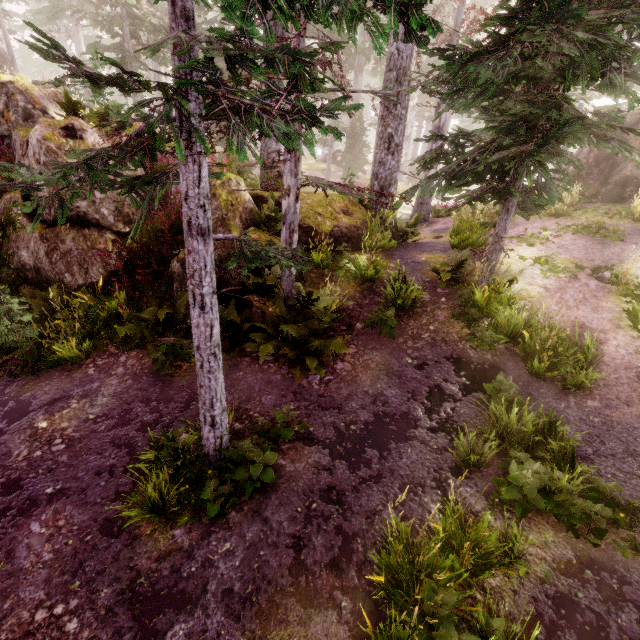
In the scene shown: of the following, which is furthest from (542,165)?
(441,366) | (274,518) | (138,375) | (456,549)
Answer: (138,375)

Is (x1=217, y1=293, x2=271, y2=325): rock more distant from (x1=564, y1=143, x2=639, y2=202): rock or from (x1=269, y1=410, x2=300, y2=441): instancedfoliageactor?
(x1=564, y1=143, x2=639, y2=202): rock

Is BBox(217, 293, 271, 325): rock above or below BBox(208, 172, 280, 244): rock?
below

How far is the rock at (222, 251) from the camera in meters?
8.1 m

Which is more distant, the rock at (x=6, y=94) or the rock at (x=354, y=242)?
the rock at (x=354, y=242)

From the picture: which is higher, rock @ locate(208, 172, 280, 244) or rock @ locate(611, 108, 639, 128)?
rock @ locate(611, 108, 639, 128)

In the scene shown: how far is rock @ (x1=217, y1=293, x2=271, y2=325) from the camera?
7.9m
